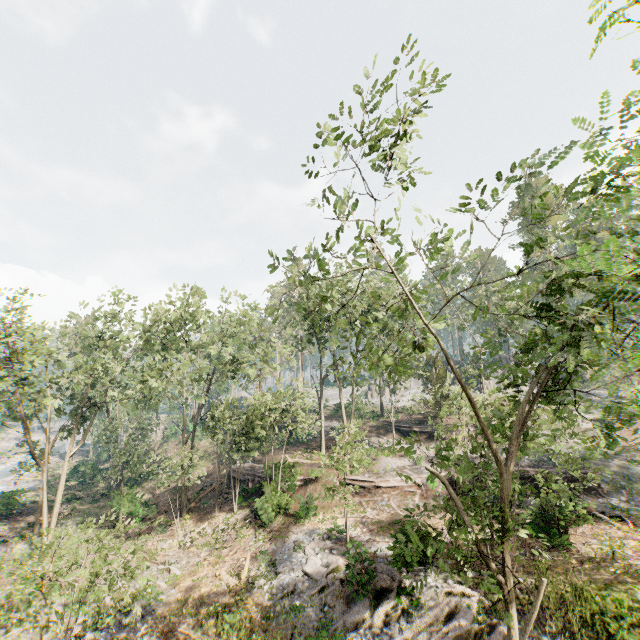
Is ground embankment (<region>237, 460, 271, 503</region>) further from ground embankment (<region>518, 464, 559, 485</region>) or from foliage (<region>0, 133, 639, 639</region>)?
ground embankment (<region>518, 464, 559, 485</region>)

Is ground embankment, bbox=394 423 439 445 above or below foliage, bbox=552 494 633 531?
above

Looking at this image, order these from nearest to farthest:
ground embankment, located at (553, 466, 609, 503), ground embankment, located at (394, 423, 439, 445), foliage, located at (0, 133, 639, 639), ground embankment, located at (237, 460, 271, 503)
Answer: foliage, located at (0, 133, 639, 639) < ground embankment, located at (553, 466, 609, 503) < ground embankment, located at (237, 460, 271, 503) < ground embankment, located at (394, 423, 439, 445)

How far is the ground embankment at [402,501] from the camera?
22.77m

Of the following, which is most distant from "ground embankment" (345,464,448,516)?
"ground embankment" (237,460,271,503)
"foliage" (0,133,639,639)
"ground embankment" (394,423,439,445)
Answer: "ground embankment" (394,423,439,445)

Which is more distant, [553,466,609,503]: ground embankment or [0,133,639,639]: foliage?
[553,466,609,503]: ground embankment

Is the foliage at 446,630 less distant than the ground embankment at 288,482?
Yes

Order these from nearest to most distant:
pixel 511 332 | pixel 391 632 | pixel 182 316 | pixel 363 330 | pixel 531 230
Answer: pixel 391 632 → pixel 182 316 → pixel 511 332 → pixel 363 330 → pixel 531 230
